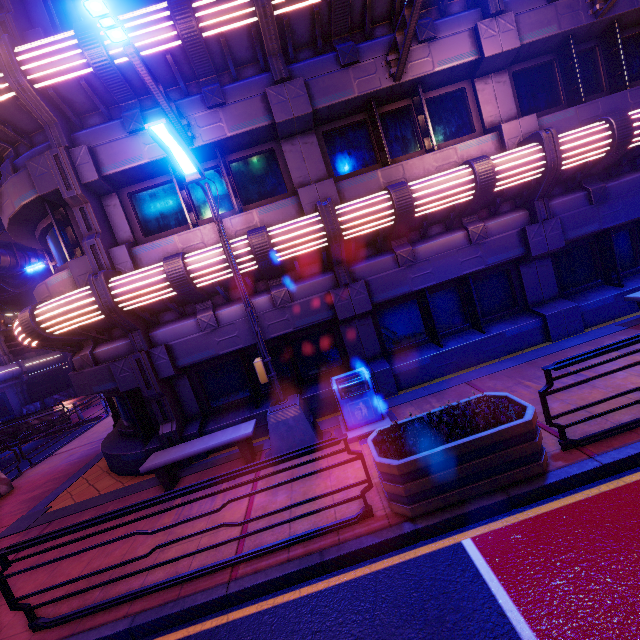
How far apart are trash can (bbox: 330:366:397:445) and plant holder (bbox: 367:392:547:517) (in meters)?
1.16

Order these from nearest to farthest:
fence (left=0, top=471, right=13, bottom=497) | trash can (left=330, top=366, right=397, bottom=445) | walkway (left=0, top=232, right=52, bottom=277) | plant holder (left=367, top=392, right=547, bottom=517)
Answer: plant holder (left=367, top=392, right=547, bottom=517) < trash can (left=330, top=366, right=397, bottom=445) < fence (left=0, top=471, right=13, bottom=497) < walkway (left=0, top=232, right=52, bottom=277)

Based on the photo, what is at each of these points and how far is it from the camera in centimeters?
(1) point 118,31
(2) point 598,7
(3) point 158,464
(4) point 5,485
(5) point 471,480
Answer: (1) street light, 458cm
(2) street light, 731cm
(3) bench, 672cm
(4) fence, 1007cm
(5) plant holder, 410cm

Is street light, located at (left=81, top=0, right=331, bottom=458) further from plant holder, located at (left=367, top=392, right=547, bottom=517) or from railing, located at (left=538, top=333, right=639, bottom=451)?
railing, located at (left=538, top=333, right=639, bottom=451)

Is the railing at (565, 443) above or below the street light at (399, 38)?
below

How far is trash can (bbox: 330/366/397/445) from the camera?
6.6m

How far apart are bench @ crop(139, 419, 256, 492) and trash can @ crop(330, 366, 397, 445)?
1.73m

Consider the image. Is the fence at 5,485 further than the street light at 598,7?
Yes
